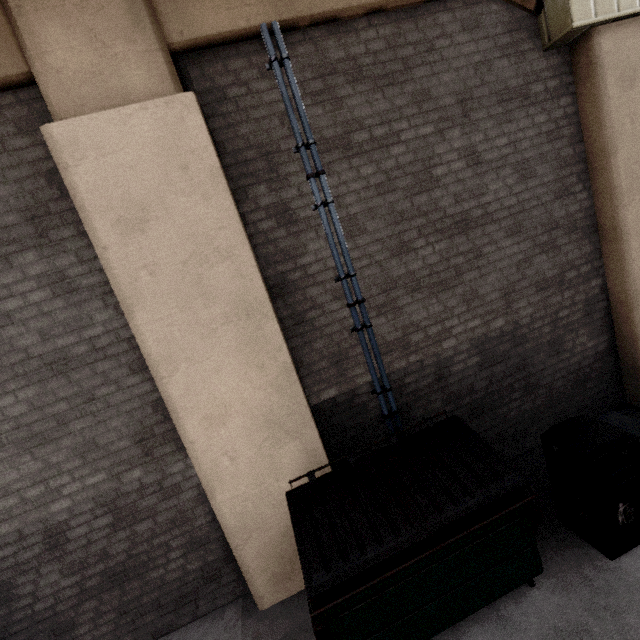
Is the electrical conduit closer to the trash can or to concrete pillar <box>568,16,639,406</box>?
the trash can

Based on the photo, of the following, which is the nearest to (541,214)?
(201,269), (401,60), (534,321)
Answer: (534,321)

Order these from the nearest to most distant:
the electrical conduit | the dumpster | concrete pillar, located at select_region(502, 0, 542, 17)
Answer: the dumpster, the electrical conduit, concrete pillar, located at select_region(502, 0, 542, 17)

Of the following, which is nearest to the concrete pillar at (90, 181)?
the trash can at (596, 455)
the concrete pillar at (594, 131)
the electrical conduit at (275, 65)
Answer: the electrical conduit at (275, 65)

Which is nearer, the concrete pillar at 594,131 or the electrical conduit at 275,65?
the electrical conduit at 275,65

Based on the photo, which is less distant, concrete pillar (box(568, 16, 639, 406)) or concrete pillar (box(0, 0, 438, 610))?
concrete pillar (box(0, 0, 438, 610))

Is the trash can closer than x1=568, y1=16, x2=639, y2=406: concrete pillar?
Yes

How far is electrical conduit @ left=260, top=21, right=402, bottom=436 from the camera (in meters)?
3.32
